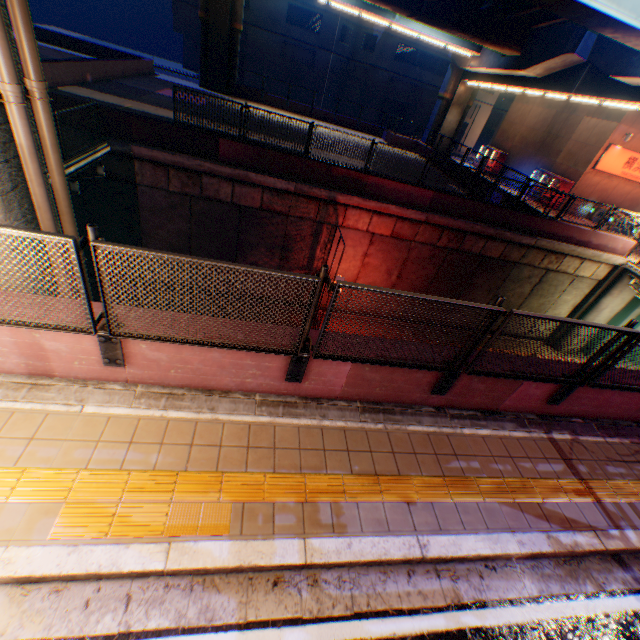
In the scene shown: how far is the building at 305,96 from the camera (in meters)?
37.72

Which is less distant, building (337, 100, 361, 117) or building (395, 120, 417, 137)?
building (337, 100, 361, 117)

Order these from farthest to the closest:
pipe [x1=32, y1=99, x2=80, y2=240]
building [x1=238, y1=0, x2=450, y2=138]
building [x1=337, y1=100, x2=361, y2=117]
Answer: building [x1=337, y1=100, x2=361, y2=117]
building [x1=238, y1=0, x2=450, y2=138]
pipe [x1=32, y1=99, x2=80, y2=240]

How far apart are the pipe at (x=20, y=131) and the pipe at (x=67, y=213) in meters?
0.3

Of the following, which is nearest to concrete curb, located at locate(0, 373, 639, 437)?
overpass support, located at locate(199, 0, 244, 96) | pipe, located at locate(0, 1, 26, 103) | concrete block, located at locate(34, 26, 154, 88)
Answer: overpass support, located at locate(199, 0, 244, 96)

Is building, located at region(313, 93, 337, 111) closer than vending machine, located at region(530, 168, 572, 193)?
No

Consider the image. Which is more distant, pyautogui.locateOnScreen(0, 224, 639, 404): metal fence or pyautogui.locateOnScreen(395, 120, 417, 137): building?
pyautogui.locateOnScreen(395, 120, 417, 137): building

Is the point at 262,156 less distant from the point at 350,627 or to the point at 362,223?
the point at 362,223
